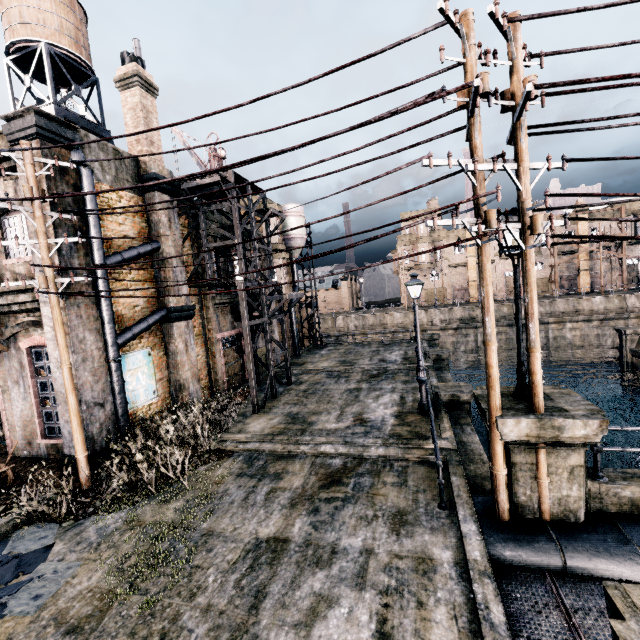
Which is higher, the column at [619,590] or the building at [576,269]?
the building at [576,269]

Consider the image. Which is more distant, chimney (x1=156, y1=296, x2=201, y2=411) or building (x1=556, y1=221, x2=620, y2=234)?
building (x1=556, y1=221, x2=620, y2=234)

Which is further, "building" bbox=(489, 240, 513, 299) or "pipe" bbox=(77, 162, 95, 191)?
"building" bbox=(489, 240, 513, 299)

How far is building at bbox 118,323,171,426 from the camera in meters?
12.9

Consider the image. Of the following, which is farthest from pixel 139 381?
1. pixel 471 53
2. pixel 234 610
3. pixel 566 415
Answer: pixel 471 53

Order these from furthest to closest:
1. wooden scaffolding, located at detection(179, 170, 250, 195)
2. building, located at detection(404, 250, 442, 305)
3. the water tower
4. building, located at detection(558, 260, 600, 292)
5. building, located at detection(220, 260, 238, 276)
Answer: building, located at detection(404, 250, 442, 305), building, located at detection(558, 260, 600, 292), building, located at detection(220, 260, 238, 276), the water tower, wooden scaffolding, located at detection(179, 170, 250, 195)

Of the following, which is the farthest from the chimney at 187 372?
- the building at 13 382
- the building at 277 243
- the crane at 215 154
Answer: the building at 277 243

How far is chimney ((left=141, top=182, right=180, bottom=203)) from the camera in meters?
14.3
